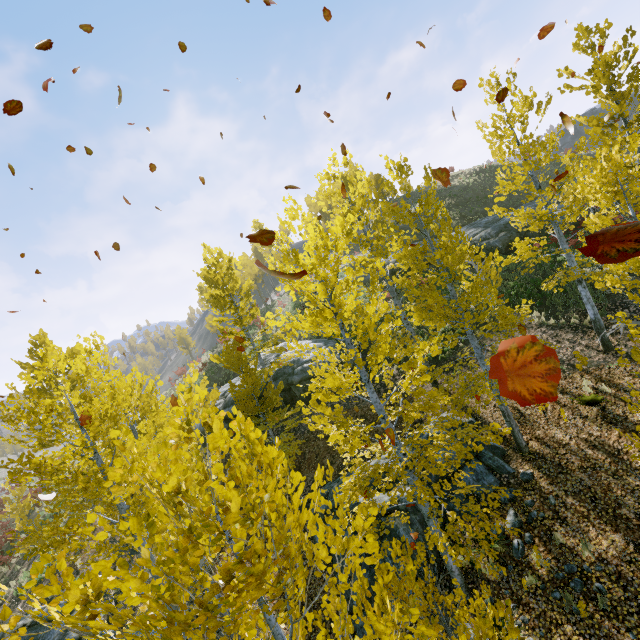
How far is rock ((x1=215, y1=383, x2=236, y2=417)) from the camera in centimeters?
1895cm

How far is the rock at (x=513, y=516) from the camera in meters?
8.3

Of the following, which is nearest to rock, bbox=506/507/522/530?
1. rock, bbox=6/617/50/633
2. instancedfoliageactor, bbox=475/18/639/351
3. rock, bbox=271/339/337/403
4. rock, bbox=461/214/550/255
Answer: instancedfoliageactor, bbox=475/18/639/351

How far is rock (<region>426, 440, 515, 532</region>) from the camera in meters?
9.5 m

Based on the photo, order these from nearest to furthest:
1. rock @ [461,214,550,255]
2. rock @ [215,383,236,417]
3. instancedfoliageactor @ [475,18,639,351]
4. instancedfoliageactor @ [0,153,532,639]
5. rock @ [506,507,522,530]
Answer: instancedfoliageactor @ [0,153,532,639]
instancedfoliageactor @ [475,18,639,351]
rock @ [506,507,522,530]
rock @ [215,383,236,417]
rock @ [461,214,550,255]

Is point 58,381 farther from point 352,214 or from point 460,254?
point 352,214

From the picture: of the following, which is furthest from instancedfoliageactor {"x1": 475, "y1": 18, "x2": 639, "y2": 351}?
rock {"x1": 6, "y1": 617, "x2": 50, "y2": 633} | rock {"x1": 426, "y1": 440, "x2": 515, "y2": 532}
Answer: rock {"x1": 6, "y1": 617, "x2": 50, "y2": 633}
